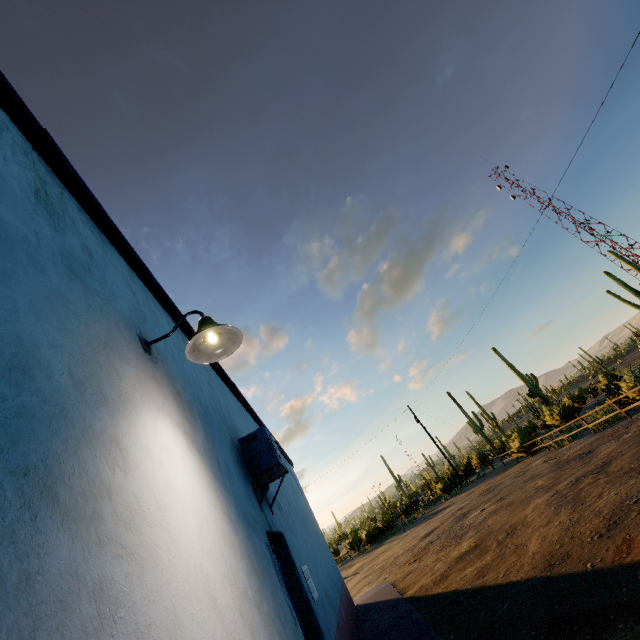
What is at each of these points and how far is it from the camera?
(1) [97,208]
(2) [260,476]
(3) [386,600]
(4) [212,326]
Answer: (1) roof trim, 2.9 meters
(2) air conditioner, 4.2 meters
(3) curb, 8.7 meters
(4) street light, 2.4 meters

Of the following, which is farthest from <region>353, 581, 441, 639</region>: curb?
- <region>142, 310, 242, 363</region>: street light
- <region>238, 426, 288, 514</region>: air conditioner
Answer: <region>142, 310, 242, 363</region>: street light

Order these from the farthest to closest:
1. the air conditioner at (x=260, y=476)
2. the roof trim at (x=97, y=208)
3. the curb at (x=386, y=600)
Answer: the curb at (x=386, y=600), the air conditioner at (x=260, y=476), the roof trim at (x=97, y=208)

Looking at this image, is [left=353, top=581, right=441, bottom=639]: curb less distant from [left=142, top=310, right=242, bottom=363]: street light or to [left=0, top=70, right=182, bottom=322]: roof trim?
[left=142, top=310, right=242, bottom=363]: street light

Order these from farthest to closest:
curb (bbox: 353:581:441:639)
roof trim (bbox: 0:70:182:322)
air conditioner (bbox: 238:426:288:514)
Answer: curb (bbox: 353:581:441:639) → air conditioner (bbox: 238:426:288:514) → roof trim (bbox: 0:70:182:322)

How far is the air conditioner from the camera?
4.06m

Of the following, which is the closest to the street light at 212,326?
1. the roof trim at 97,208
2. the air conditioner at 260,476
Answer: the roof trim at 97,208
